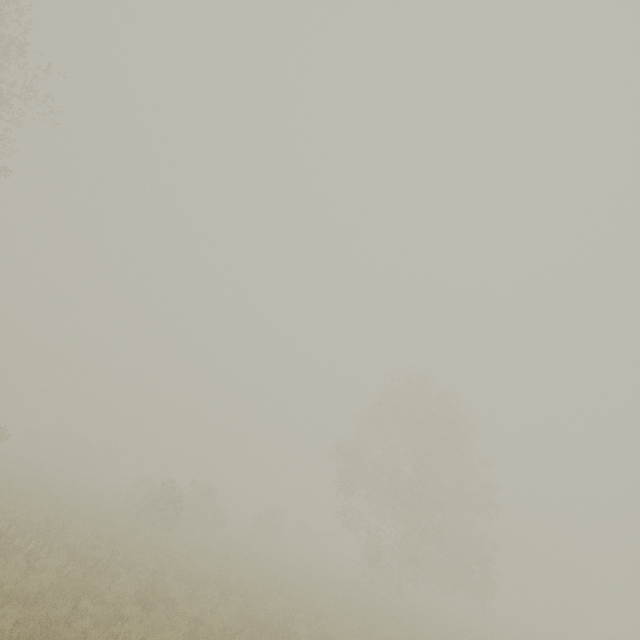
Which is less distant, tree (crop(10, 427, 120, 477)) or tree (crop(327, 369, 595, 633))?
tree (crop(327, 369, 595, 633))

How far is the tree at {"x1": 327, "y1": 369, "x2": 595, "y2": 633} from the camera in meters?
23.9 m

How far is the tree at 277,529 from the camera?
31.45m

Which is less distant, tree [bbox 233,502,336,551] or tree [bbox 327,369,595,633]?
tree [bbox 327,369,595,633]

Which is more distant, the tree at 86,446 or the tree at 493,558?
the tree at 86,446

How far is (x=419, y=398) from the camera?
30.0m
